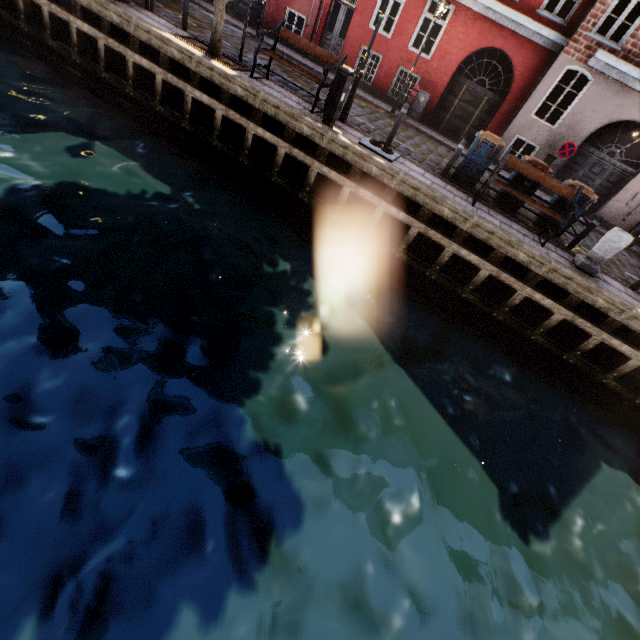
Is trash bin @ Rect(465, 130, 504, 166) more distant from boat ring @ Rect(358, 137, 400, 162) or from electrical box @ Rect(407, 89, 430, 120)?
electrical box @ Rect(407, 89, 430, 120)

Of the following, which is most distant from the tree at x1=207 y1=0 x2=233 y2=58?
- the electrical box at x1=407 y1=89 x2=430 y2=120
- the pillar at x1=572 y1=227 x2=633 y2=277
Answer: the electrical box at x1=407 y1=89 x2=430 y2=120

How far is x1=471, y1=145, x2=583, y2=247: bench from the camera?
7.79m

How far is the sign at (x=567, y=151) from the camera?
11.94m

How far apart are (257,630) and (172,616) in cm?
86

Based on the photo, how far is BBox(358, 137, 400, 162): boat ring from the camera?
8.2 meters

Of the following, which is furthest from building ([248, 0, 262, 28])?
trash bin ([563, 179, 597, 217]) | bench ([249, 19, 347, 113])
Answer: bench ([249, 19, 347, 113])

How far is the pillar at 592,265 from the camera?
7.3 meters
